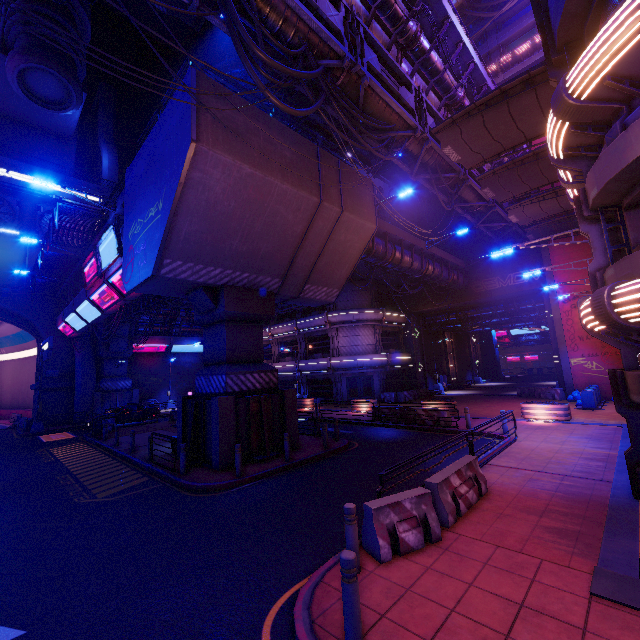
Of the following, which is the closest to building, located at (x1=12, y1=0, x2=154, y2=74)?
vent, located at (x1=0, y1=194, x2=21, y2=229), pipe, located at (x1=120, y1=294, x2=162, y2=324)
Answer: vent, located at (x1=0, y1=194, x2=21, y2=229)

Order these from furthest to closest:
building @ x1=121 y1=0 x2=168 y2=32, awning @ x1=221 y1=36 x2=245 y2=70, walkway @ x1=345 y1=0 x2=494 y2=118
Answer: building @ x1=121 y1=0 x2=168 y2=32
awning @ x1=221 y1=36 x2=245 y2=70
walkway @ x1=345 y1=0 x2=494 y2=118

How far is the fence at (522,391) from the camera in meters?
24.5 m

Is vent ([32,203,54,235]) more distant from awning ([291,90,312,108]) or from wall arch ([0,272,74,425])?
awning ([291,90,312,108])

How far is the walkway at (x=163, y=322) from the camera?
37.7 meters

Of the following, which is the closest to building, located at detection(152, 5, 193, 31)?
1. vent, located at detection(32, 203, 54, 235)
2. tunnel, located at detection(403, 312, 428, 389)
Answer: vent, located at detection(32, 203, 54, 235)

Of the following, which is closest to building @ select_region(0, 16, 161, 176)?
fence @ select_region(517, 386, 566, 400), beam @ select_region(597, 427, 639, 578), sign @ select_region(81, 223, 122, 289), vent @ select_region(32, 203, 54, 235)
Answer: vent @ select_region(32, 203, 54, 235)

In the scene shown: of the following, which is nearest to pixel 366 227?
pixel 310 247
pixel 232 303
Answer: pixel 310 247
